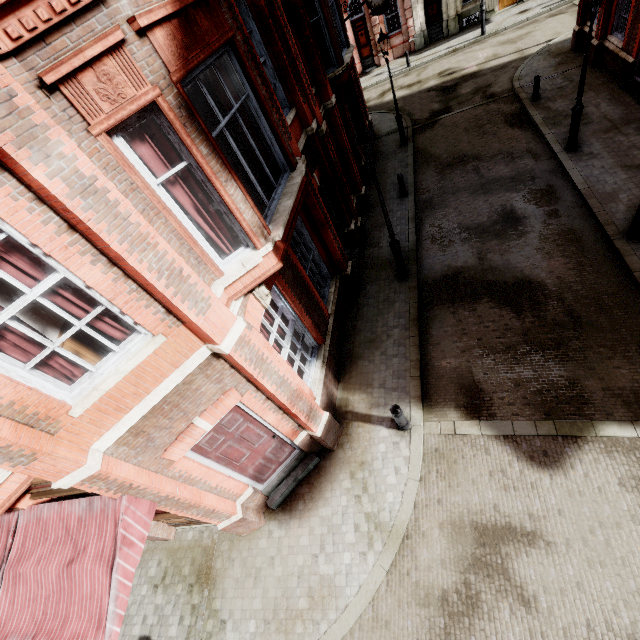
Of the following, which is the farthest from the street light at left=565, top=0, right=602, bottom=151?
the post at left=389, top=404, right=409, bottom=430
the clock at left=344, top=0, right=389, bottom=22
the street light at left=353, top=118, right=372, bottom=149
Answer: the post at left=389, top=404, right=409, bottom=430

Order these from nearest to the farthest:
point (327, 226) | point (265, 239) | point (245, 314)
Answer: point (265, 239) → point (245, 314) → point (327, 226)

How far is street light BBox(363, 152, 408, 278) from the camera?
7.77m

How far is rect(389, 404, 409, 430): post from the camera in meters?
6.8 m

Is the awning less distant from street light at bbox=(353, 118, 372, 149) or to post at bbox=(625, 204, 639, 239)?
street light at bbox=(353, 118, 372, 149)

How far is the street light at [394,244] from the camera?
7.8 meters

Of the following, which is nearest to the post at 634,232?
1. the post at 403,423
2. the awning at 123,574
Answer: the post at 403,423

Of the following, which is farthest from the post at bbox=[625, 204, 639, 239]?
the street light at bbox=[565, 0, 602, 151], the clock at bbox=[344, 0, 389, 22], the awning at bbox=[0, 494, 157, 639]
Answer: the clock at bbox=[344, 0, 389, 22]
